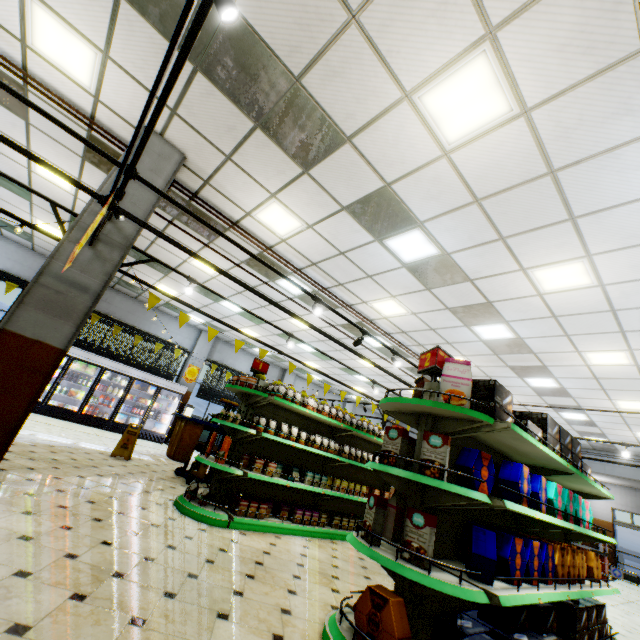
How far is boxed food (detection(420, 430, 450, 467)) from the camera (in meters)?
2.56

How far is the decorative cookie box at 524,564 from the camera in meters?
2.4 m

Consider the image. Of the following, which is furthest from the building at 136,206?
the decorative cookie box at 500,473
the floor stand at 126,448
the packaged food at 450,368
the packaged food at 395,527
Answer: the packaged food at 450,368

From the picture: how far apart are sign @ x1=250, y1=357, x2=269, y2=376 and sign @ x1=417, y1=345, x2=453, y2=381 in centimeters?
322cm

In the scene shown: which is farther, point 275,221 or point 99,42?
point 275,221

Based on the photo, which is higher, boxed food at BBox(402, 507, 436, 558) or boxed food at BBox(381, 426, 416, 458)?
boxed food at BBox(381, 426, 416, 458)

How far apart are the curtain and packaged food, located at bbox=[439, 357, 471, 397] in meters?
13.6

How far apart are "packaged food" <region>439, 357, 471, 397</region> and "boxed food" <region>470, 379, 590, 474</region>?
0.8m
